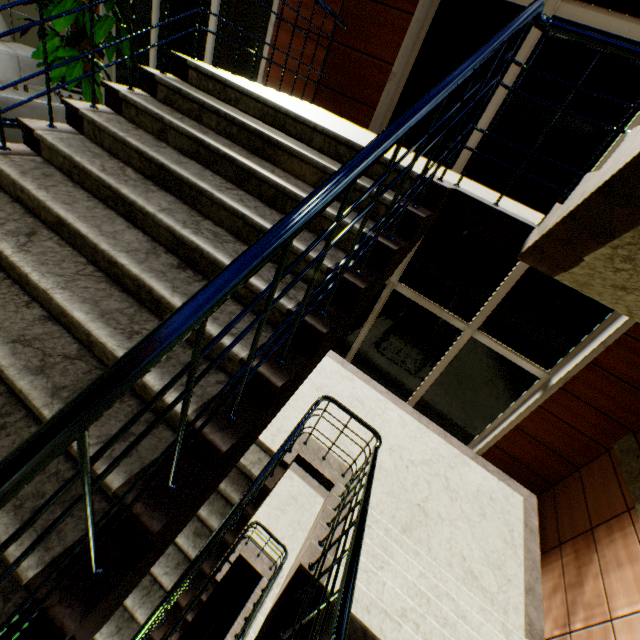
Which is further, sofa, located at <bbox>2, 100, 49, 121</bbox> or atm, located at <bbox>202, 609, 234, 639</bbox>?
atm, located at <bbox>202, 609, 234, 639</bbox>

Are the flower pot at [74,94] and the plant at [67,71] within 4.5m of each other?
yes

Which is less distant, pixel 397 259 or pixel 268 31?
pixel 397 259

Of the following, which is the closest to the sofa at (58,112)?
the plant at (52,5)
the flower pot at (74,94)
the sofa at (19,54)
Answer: the plant at (52,5)

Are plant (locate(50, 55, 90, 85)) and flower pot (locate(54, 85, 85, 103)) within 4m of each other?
yes

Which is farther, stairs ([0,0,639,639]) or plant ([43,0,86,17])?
plant ([43,0,86,17])

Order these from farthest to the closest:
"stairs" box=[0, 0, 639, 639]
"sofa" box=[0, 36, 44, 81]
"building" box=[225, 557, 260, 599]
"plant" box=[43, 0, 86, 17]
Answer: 1. "building" box=[225, 557, 260, 599]
2. "sofa" box=[0, 36, 44, 81]
3. "plant" box=[43, 0, 86, 17]
4. "stairs" box=[0, 0, 639, 639]

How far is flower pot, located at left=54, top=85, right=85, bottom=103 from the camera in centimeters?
573cm
